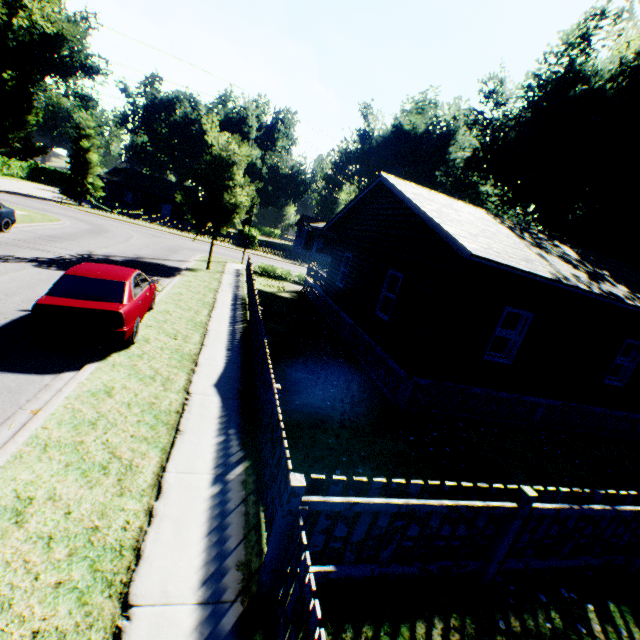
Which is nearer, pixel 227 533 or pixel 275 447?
pixel 227 533

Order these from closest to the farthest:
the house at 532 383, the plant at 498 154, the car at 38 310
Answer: the car at 38 310 < the house at 532 383 < the plant at 498 154

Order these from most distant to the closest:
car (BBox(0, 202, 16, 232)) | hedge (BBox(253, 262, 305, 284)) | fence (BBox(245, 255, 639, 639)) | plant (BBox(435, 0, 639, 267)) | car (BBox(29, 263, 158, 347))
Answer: hedge (BBox(253, 262, 305, 284))
plant (BBox(435, 0, 639, 267))
car (BBox(0, 202, 16, 232))
car (BBox(29, 263, 158, 347))
fence (BBox(245, 255, 639, 639))

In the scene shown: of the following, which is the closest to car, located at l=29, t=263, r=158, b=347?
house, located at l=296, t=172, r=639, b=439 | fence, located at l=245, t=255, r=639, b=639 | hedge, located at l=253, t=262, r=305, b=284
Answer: fence, located at l=245, t=255, r=639, b=639

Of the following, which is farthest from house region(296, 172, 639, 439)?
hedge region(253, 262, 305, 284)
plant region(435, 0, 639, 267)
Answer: hedge region(253, 262, 305, 284)

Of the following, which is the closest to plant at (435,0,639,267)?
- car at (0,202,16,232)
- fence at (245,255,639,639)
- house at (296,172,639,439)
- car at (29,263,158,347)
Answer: house at (296,172,639,439)

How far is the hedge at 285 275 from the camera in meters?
23.9
